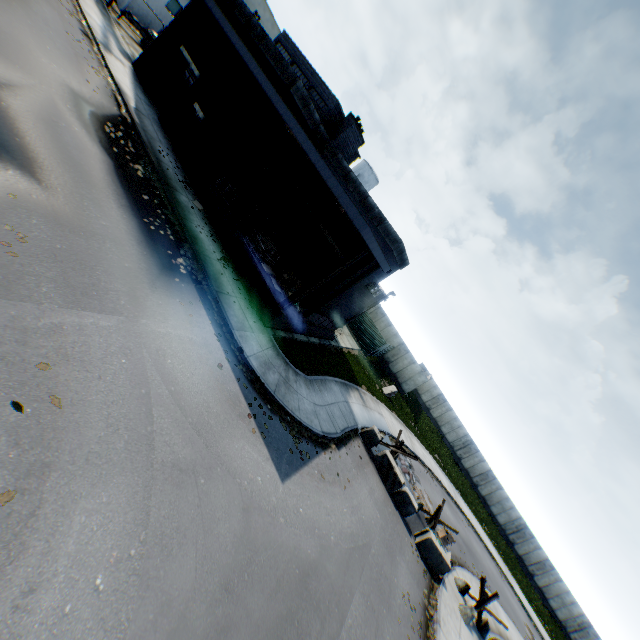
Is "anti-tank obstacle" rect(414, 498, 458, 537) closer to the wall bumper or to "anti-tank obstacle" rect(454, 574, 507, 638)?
"anti-tank obstacle" rect(454, 574, 507, 638)

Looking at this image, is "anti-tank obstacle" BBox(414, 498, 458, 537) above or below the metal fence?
below

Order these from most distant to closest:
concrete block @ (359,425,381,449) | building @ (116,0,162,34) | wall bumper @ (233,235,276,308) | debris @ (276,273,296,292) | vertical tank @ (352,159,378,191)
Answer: vertical tank @ (352,159,378,191)
building @ (116,0,162,34)
concrete block @ (359,425,381,449)
debris @ (276,273,296,292)
wall bumper @ (233,235,276,308)

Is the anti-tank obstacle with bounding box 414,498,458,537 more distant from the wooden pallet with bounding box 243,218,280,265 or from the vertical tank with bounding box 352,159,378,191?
the vertical tank with bounding box 352,159,378,191

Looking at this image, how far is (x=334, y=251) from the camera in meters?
25.4

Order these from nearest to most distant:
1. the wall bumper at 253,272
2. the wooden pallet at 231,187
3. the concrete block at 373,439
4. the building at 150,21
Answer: the wall bumper at 253,272
the wooden pallet at 231,187
the concrete block at 373,439
the building at 150,21

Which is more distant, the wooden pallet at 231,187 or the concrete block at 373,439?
the concrete block at 373,439

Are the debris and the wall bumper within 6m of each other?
yes
